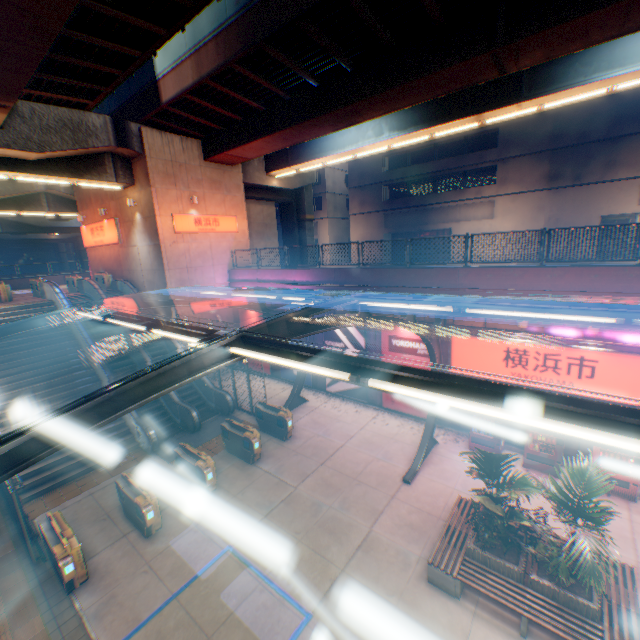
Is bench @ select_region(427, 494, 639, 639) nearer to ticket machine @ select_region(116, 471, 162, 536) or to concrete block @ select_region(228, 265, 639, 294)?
concrete block @ select_region(228, 265, 639, 294)

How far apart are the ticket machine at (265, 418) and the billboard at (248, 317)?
5.6m

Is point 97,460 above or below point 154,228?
below

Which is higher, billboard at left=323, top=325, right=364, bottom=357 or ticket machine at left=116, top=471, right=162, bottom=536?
billboard at left=323, top=325, right=364, bottom=357

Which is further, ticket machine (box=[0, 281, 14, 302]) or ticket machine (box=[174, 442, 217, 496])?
ticket machine (box=[0, 281, 14, 302])

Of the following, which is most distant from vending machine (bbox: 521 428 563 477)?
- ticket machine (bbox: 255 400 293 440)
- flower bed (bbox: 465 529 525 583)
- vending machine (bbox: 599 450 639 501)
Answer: ticket machine (bbox: 255 400 293 440)

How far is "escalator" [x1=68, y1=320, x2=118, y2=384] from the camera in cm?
1552

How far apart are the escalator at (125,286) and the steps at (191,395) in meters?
0.0 m
